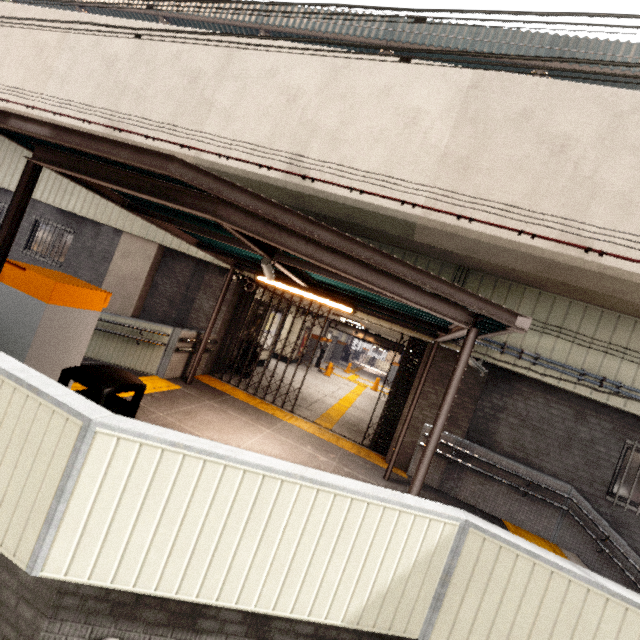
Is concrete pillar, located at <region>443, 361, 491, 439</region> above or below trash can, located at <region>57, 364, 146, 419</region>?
above

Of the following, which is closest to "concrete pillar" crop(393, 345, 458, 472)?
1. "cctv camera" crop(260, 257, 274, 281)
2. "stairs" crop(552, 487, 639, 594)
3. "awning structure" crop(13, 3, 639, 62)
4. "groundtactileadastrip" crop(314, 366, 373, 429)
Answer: "groundtactileadastrip" crop(314, 366, 373, 429)

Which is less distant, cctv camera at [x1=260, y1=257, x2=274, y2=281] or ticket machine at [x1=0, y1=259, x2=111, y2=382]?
ticket machine at [x1=0, y1=259, x2=111, y2=382]

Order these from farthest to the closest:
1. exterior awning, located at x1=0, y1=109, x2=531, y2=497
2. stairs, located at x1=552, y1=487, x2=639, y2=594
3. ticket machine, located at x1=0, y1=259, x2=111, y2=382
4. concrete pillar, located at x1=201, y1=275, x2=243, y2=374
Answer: concrete pillar, located at x1=201, y1=275, x2=243, y2=374 → stairs, located at x1=552, y1=487, x2=639, y2=594 → ticket machine, located at x1=0, y1=259, x2=111, y2=382 → exterior awning, located at x1=0, y1=109, x2=531, y2=497

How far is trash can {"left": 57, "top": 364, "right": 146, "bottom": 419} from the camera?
3.07m

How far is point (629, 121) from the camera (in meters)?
5.14

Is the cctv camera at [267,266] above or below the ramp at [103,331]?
above

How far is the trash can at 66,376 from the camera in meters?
3.1 m
